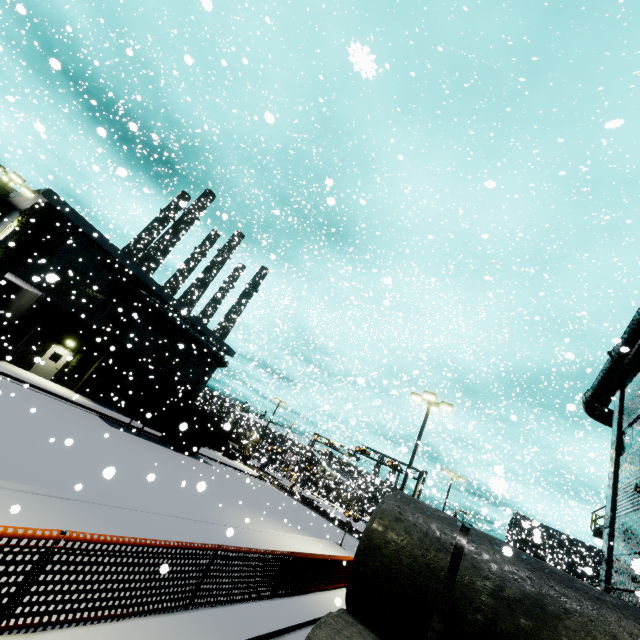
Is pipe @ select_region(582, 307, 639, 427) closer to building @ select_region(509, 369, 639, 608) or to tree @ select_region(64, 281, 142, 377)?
building @ select_region(509, 369, 639, 608)

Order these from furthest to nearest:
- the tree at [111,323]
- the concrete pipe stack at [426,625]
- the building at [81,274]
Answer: the tree at [111,323] < the building at [81,274] < the concrete pipe stack at [426,625]

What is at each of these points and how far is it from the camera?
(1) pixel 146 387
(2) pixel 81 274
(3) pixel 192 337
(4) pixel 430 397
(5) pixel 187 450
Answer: (1) cargo container, 22.8m
(2) building, 24.6m
(3) pipe, 31.5m
(4) light, 18.3m
(5) semi trailer, 26.6m

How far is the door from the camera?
23.3 meters

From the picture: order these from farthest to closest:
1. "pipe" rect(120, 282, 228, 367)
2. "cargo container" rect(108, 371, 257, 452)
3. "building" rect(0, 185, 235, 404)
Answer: "pipe" rect(120, 282, 228, 367), "cargo container" rect(108, 371, 257, 452), "building" rect(0, 185, 235, 404)

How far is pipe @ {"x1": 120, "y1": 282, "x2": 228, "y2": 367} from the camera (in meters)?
26.75

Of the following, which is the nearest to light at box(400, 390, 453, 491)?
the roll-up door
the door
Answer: the door

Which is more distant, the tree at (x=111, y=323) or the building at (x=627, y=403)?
the tree at (x=111, y=323)
